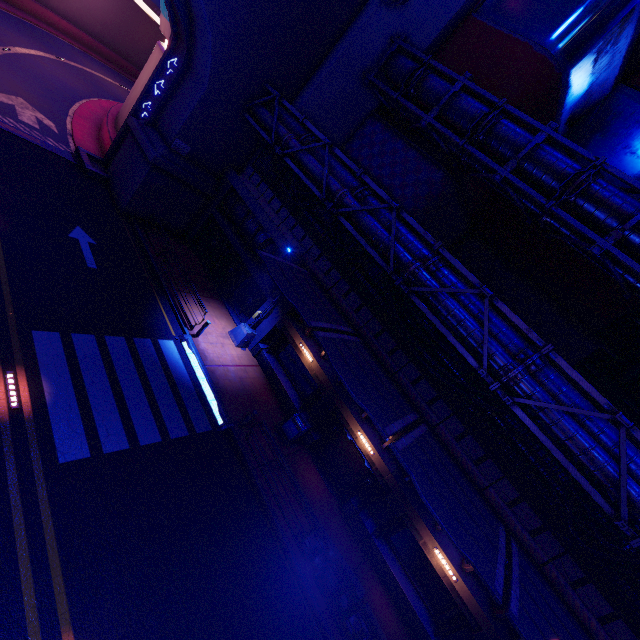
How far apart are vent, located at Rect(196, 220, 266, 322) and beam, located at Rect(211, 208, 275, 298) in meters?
0.4 m

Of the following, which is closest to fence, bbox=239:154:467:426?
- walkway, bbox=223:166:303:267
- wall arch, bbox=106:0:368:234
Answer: walkway, bbox=223:166:303:267

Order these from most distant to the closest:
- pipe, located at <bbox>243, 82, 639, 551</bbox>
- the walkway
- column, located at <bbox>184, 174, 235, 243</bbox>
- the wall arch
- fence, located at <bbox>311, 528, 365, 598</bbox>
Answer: column, located at <bbox>184, 174, 235, 243</bbox> → the walkway → the wall arch → fence, located at <bbox>311, 528, 365, 598</bbox> → pipe, located at <bbox>243, 82, 639, 551</bbox>

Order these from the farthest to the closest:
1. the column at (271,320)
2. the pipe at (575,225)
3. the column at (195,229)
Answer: the column at (195,229) < the column at (271,320) < the pipe at (575,225)

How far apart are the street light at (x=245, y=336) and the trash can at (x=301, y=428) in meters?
4.4 m

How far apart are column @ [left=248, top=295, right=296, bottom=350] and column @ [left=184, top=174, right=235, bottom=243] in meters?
7.9 m

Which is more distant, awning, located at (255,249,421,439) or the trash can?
the trash can

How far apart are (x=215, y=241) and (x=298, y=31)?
12.4 meters
